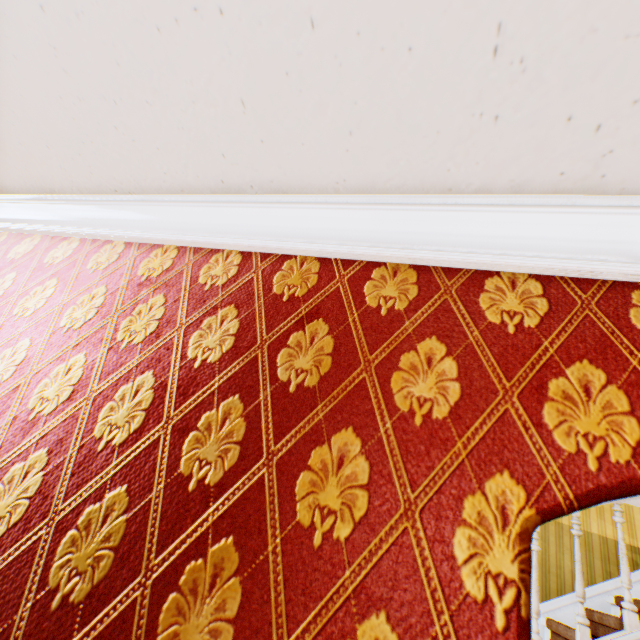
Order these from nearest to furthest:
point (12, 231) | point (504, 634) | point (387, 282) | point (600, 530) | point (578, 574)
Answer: point (504, 634) → point (387, 282) → point (12, 231) → point (578, 574) → point (600, 530)
